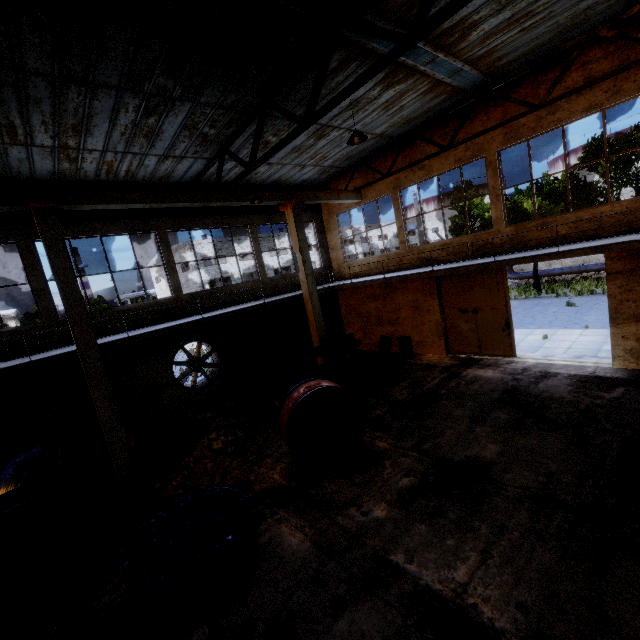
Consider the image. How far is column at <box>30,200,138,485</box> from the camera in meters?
8.1

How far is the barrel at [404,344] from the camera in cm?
1472

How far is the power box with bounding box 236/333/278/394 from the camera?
14.4m

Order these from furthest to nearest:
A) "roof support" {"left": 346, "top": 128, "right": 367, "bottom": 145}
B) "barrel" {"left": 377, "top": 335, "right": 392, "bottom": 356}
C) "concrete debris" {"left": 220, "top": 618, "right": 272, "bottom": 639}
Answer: "barrel" {"left": 377, "top": 335, "right": 392, "bottom": 356} < "roof support" {"left": 346, "top": 128, "right": 367, "bottom": 145} < "concrete debris" {"left": 220, "top": 618, "right": 272, "bottom": 639}

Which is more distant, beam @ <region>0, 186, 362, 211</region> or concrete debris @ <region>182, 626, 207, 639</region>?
beam @ <region>0, 186, 362, 211</region>

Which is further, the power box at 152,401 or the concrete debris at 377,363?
the concrete debris at 377,363

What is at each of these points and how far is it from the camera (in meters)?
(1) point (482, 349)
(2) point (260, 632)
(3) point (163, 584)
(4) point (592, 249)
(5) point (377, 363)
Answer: (1) door, 13.41
(2) concrete debris, 4.53
(3) wire spool, 4.58
(4) elevated walkway, 7.95
(5) concrete debris, 15.20

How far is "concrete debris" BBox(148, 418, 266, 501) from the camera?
8.30m
